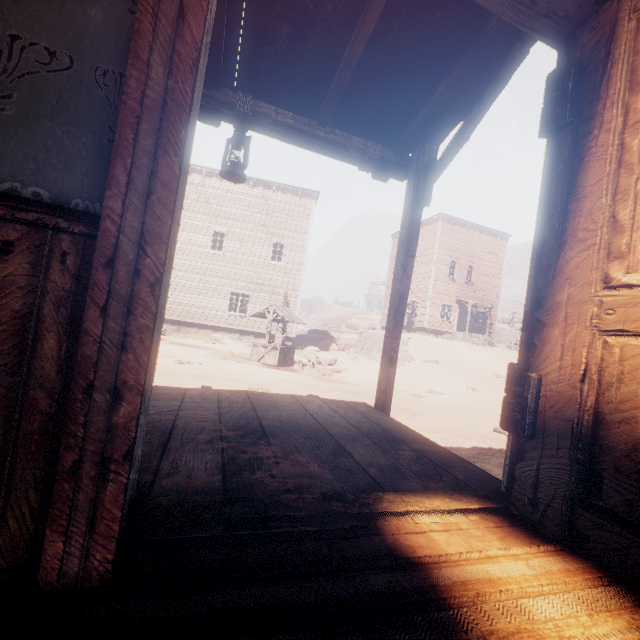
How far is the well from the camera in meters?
12.4

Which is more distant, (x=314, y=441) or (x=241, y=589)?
(x=314, y=441)

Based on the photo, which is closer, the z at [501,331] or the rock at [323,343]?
the rock at [323,343]

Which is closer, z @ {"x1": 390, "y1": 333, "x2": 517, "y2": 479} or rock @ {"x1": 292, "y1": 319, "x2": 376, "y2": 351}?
z @ {"x1": 390, "y1": 333, "x2": 517, "y2": 479}

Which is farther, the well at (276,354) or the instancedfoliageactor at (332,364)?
the instancedfoliageactor at (332,364)

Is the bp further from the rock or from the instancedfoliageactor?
the rock

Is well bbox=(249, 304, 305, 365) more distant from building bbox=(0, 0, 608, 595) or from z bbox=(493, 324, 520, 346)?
building bbox=(0, 0, 608, 595)

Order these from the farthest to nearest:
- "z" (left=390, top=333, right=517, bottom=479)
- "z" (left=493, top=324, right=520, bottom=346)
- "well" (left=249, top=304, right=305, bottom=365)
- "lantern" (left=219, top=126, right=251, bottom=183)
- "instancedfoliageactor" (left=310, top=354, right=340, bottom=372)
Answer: "z" (left=493, top=324, right=520, bottom=346)
"instancedfoliageactor" (left=310, top=354, right=340, bottom=372)
"well" (left=249, top=304, right=305, bottom=365)
"z" (left=390, top=333, right=517, bottom=479)
"lantern" (left=219, top=126, right=251, bottom=183)
